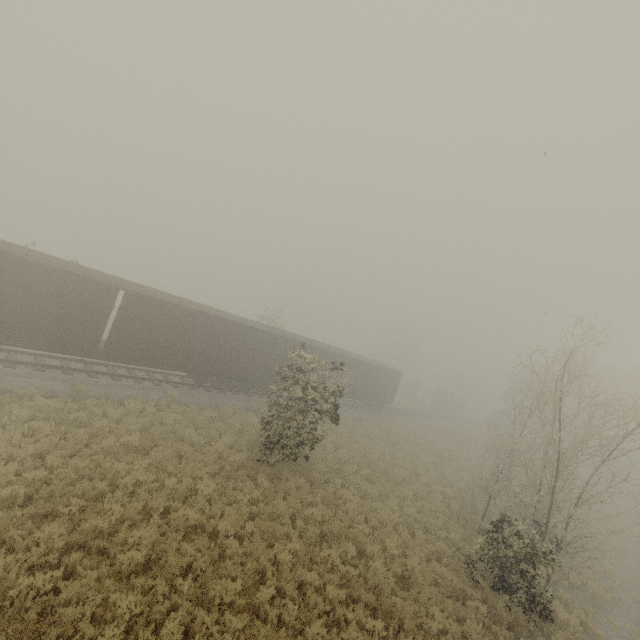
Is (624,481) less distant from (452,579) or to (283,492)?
(452,579)

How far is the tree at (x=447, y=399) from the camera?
50.7 meters

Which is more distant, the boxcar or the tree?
the tree

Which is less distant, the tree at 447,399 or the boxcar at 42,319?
the boxcar at 42,319

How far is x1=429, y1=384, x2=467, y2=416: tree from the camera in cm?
5072
